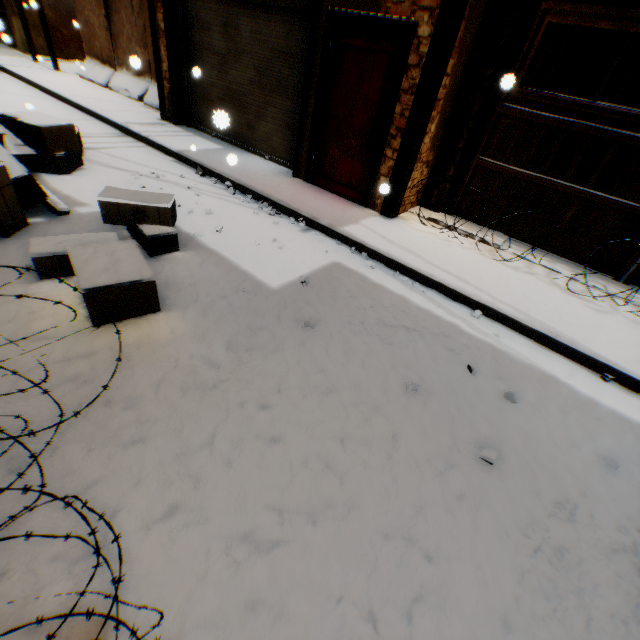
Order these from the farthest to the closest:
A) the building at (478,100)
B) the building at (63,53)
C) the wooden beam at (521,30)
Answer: the building at (63,53) → the building at (478,100) → the wooden beam at (521,30)

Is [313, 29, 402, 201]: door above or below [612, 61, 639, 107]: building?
below

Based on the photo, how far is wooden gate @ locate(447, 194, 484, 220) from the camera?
5.9 meters

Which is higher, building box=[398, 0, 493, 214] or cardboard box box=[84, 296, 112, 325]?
building box=[398, 0, 493, 214]

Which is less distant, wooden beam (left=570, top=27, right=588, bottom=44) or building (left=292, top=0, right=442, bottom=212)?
building (left=292, top=0, right=442, bottom=212)

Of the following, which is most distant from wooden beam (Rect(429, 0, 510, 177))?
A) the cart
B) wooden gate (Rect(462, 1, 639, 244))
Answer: the cart

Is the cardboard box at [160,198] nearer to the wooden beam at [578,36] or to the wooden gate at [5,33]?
the wooden beam at [578,36]

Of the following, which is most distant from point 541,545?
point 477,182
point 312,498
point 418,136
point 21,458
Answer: point 477,182
